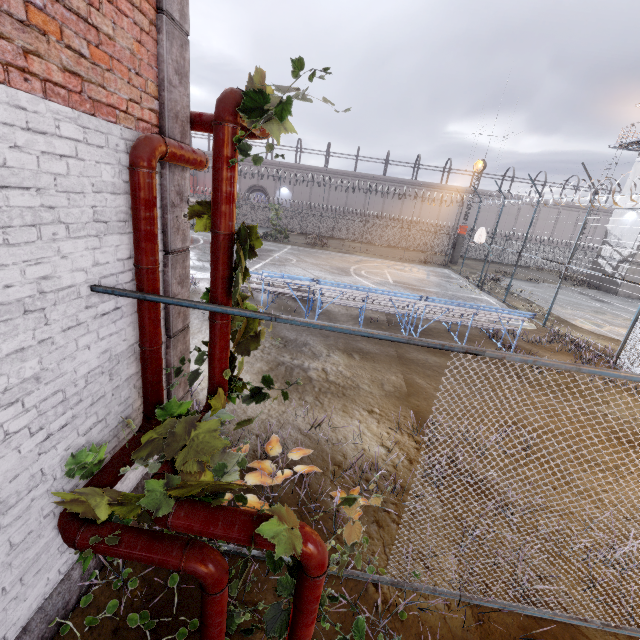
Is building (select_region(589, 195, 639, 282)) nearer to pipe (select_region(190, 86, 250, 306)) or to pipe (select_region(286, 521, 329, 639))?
pipe (select_region(190, 86, 250, 306))

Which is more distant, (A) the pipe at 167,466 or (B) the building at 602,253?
(B) the building at 602,253

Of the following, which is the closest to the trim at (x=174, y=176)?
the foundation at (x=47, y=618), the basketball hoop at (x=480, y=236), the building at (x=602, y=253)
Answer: the foundation at (x=47, y=618)

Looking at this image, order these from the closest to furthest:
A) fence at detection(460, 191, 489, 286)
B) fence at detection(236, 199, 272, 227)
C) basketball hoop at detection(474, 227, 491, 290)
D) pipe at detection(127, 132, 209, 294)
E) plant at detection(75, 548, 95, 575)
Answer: plant at detection(75, 548, 95, 575), pipe at detection(127, 132, 209, 294), basketball hoop at detection(474, 227, 491, 290), fence at detection(460, 191, 489, 286), fence at detection(236, 199, 272, 227)

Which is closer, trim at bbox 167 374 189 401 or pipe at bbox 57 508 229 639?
pipe at bbox 57 508 229 639

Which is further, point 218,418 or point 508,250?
point 508,250

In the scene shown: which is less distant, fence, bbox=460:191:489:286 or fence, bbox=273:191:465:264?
fence, bbox=460:191:489:286

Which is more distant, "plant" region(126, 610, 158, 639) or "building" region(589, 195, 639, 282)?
"building" region(589, 195, 639, 282)
